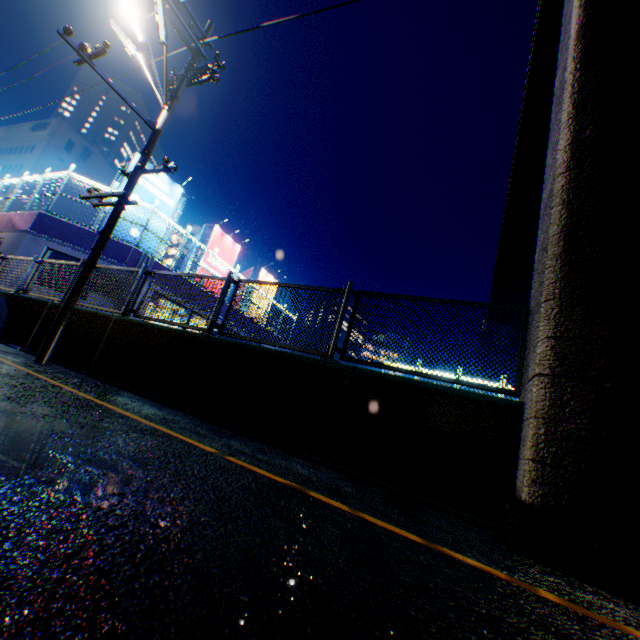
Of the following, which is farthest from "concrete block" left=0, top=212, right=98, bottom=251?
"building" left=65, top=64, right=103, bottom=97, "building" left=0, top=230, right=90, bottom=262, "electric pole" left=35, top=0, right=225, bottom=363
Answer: "building" left=65, top=64, right=103, bottom=97

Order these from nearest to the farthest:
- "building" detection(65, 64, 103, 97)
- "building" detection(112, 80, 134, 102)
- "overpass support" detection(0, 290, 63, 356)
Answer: "overpass support" detection(0, 290, 63, 356) < "building" detection(65, 64, 103, 97) < "building" detection(112, 80, 134, 102)

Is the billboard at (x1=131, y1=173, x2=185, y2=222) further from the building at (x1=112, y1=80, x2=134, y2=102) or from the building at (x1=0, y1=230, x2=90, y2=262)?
the building at (x1=112, y1=80, x2=134, y2=102)

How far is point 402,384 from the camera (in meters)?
4.16

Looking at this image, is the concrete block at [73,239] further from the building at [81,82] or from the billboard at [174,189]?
the building at [81,82]

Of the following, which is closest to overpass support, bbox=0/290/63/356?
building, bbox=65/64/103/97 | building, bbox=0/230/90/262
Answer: building, bbox=0/230/90/262

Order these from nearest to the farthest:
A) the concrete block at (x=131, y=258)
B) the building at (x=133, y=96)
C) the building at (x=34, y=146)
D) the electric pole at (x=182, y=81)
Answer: the electric pole at (x=182, y=81), the concrete block at (x=131, y=258), the building at (x=34, y=146), the building at (x=133, y=96)

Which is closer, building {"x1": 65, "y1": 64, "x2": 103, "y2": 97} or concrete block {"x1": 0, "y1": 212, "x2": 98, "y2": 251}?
concrete block {"x1": 0, "y1": 212, "x2": 98, "y2": 251}
